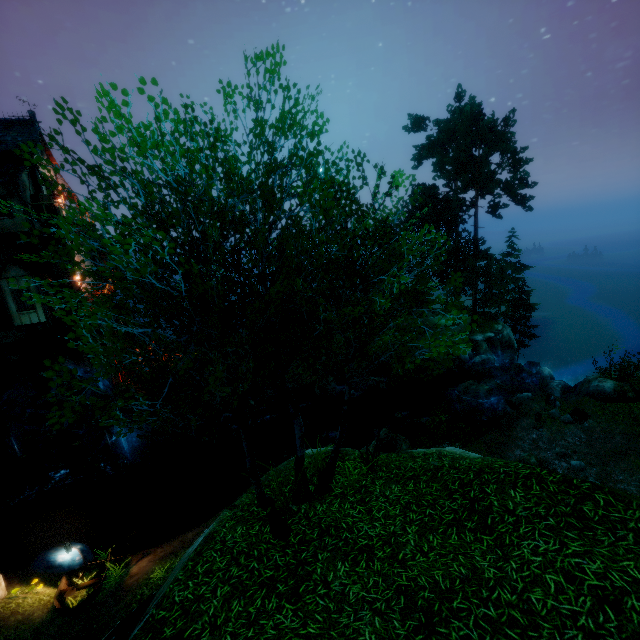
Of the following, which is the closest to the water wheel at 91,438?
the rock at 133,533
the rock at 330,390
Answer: the rock at 133,533

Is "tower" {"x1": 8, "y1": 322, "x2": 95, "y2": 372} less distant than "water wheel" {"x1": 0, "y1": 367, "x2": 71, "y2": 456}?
No

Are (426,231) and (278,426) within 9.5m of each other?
no

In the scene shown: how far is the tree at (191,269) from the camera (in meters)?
4.40

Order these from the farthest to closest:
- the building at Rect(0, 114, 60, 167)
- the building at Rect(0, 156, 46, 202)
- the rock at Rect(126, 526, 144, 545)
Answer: the building at Rect(0, 114, 60, 167), the building at Rect(0, 156, 46, 202), the rock at Rect(126, 526, 144, 545)

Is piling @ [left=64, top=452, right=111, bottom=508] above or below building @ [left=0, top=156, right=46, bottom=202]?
below

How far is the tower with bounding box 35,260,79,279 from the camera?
21.4 meters

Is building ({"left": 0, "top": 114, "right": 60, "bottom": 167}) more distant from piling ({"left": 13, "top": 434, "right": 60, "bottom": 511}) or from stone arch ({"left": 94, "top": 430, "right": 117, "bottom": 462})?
piling ({"left": 13, "top": 434, "right": 60, "bottom": 511})
